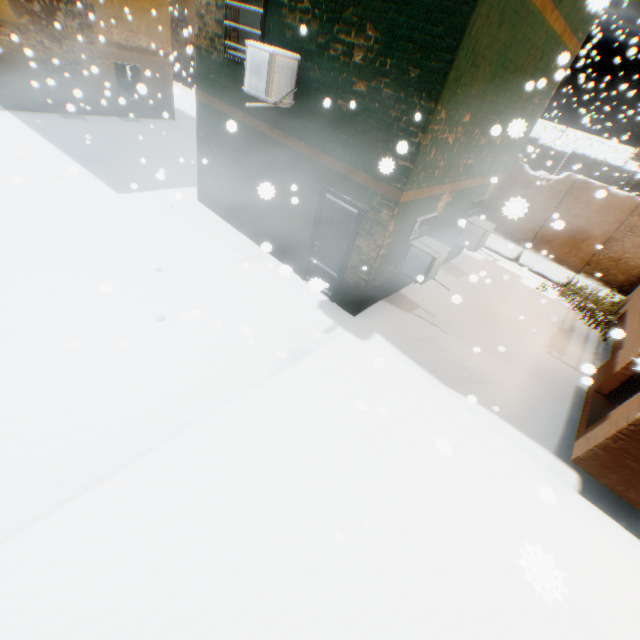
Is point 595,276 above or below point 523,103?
below
